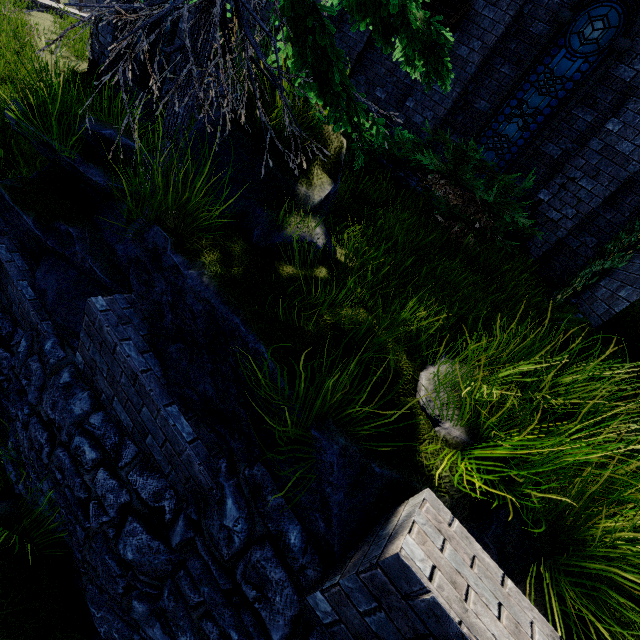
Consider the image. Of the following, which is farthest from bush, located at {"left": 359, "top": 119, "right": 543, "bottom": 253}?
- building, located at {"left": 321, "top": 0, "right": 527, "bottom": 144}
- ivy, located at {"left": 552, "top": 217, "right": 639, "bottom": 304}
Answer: building, located at {"left": 321, "top": 0, "right": 527, "bottom": 144}

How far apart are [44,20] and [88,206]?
14.2m

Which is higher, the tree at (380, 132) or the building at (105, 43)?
the tree at (380, 132)

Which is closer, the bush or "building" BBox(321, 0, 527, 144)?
the bush

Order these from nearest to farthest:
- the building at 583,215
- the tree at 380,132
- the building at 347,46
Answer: the tree at 380,132 → the building at 583,215 → the building at 347,46

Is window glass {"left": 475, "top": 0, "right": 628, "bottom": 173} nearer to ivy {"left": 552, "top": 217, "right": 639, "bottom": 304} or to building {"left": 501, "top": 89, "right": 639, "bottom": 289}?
building {"left": 501, "top": 89, "right": 639, "bottom": 289}

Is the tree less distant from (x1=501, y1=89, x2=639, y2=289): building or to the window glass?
(x1=501, y1=89, x2=639, y2=289): building

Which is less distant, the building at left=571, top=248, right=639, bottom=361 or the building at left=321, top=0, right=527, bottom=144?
the building at left=571, top=248, right=639, bottom=361
